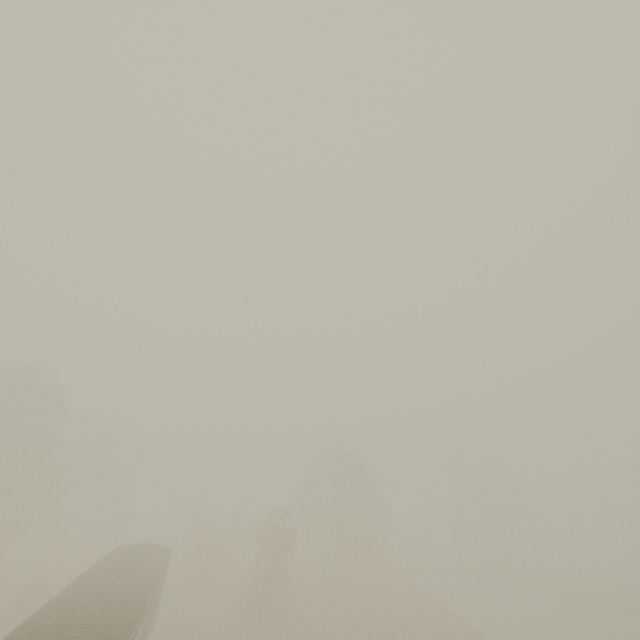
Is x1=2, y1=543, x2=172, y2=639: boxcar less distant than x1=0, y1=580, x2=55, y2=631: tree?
Yes

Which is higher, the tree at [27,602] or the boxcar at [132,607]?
the boxcar at [132,607]

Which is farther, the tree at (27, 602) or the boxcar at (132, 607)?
the tree at (27, 602)

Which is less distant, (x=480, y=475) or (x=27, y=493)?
(x=27, y=493)

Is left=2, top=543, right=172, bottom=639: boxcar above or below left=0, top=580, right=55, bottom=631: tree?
above
